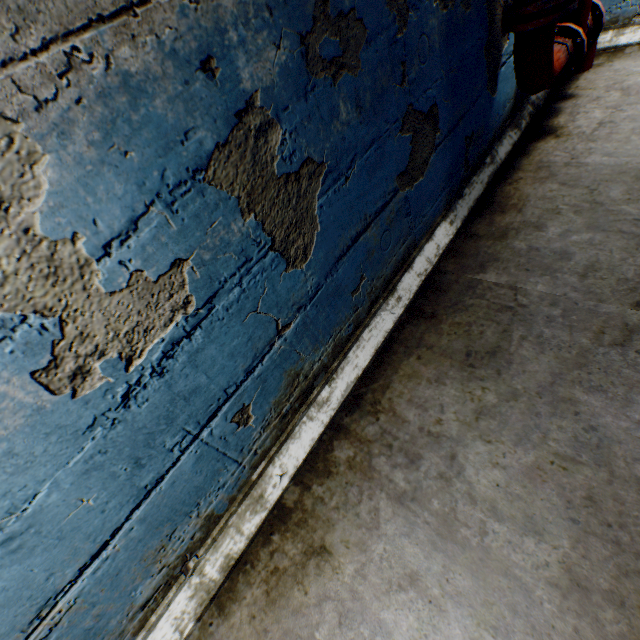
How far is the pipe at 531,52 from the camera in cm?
190

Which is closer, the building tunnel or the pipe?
the building tunnel

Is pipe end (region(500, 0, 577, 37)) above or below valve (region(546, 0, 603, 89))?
above

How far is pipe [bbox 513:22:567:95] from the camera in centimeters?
190cm

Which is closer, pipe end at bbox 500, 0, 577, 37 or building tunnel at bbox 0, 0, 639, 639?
building tunnel at bbox 0, 0, 639, 639

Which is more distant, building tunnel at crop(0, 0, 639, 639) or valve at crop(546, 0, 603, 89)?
valve at crop(546, 0, 603, 89)

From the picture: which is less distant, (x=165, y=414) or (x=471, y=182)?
(x=165, y=414)

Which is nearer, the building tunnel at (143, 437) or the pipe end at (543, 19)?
the building tunnel at (143, 437)
